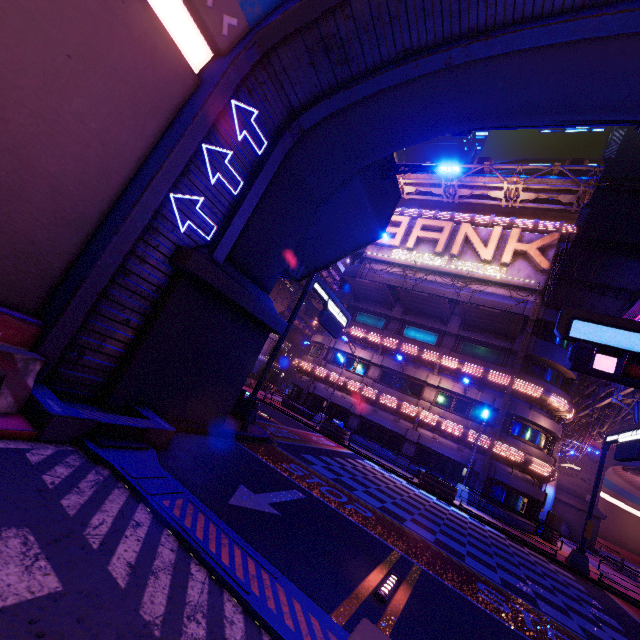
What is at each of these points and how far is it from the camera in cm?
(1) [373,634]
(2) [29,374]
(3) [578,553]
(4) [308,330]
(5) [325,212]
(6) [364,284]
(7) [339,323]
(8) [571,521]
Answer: (1) fence, 264
(2) fence, 508
(3) sign, 1636
(4) walkway, 5412
(5) walkway, 1390
(6) awning, 2825
(7) sign, 1825
(8) wall arch, 3494

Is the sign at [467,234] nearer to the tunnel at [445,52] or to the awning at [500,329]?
the awning at [500,329]

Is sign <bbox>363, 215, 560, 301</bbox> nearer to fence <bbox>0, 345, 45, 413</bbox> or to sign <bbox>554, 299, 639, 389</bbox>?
sign <bbox>554, 299, 639, 389</bbox>

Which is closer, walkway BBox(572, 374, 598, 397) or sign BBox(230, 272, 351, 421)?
sign BBox(230, 272, 351, 421)

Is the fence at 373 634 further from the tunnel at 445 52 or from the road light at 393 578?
the road light at 393 578

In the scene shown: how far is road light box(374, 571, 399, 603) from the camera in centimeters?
491cm

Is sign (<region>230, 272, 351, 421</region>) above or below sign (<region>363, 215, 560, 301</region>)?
below

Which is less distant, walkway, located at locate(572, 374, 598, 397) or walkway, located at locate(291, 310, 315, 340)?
walkway, located at locate(572, 374, 598, 397)
